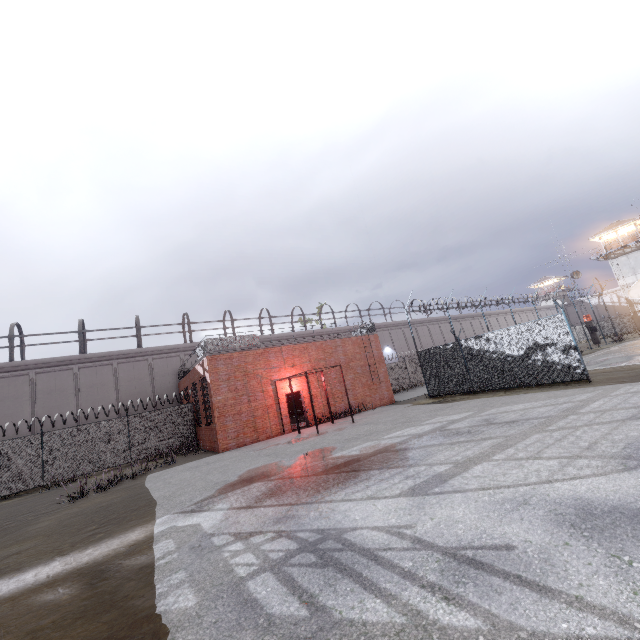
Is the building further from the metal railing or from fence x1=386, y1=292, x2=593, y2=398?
the metal railing

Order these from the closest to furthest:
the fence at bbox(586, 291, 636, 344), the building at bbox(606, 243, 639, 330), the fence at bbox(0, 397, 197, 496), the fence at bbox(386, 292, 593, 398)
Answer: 1. the fence at bbox(386, 292, 593, 398)
2. the fence at bbox(0, 397, 197, 496)
3. the fence at bbox(586, 291, 636, 344)
4. the building at bbox(606, 243, 639, 330)

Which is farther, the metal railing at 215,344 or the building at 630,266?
the building at 630,266

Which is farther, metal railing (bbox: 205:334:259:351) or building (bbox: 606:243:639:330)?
building (bbox: 606:243:639:330)

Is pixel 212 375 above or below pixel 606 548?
above

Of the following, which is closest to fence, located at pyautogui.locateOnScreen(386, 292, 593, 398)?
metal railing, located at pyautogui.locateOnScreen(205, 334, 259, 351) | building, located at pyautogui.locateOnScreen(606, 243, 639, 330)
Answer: metal railing, located at pyautogui.locateOnScreen(205, 334, 259, 351)

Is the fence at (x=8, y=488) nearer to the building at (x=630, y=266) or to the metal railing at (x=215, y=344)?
the metal railing at (x=215, y=344)

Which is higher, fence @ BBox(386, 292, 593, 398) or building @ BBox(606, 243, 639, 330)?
building @ BBox(606, 243, 639, 330)
